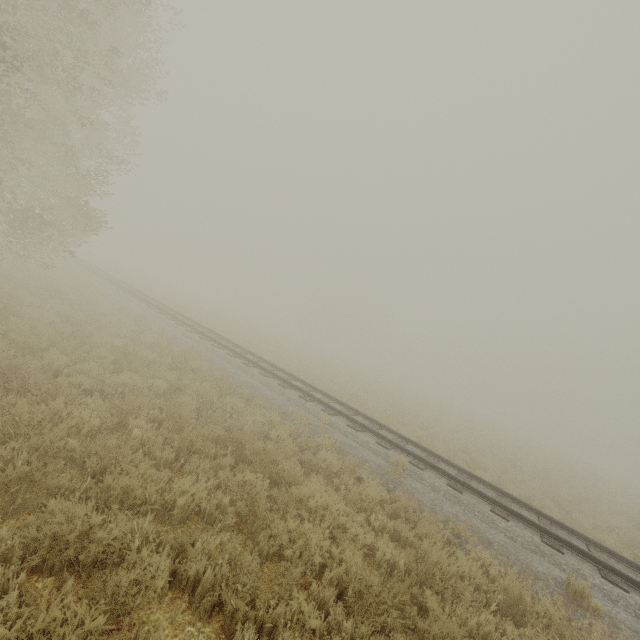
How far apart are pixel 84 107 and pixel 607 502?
33.77m
